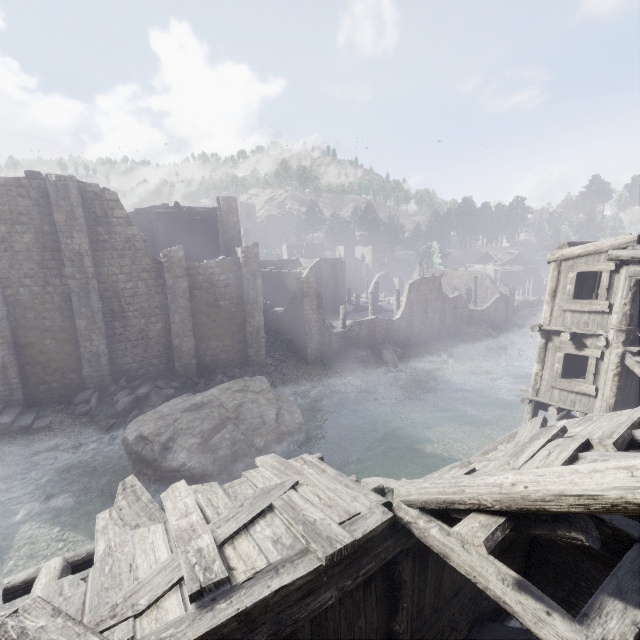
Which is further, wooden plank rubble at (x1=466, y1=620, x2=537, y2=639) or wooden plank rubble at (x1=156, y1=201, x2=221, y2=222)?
wooden plank rubble at (x1=156, y1=201, x2=221, y2=222)

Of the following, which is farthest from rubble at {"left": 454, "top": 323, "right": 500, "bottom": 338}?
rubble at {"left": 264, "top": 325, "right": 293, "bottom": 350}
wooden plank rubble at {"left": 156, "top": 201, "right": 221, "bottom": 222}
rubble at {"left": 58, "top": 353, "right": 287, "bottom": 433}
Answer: wooden plank rubble at {"left": 156, "top": 201, "right": 221, "bottom": 222}

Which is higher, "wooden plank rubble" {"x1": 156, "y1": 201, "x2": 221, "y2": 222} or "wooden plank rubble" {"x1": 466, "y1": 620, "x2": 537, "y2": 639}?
"wooden plank rubble" {"x1": 156, "y1": 201, "x2": 221, "y2": 222}

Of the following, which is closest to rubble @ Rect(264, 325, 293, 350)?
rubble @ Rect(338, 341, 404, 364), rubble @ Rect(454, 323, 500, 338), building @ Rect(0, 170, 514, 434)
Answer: building @ Rect(0, 170, 514, 434)

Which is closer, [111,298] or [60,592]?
[60,592]

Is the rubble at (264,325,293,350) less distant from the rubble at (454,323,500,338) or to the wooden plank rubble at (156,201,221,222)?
the wooden plank rubble at (156,201,221,222)

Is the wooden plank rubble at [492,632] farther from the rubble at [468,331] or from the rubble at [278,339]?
the rubble at [468,331]

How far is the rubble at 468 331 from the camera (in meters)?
36.38
